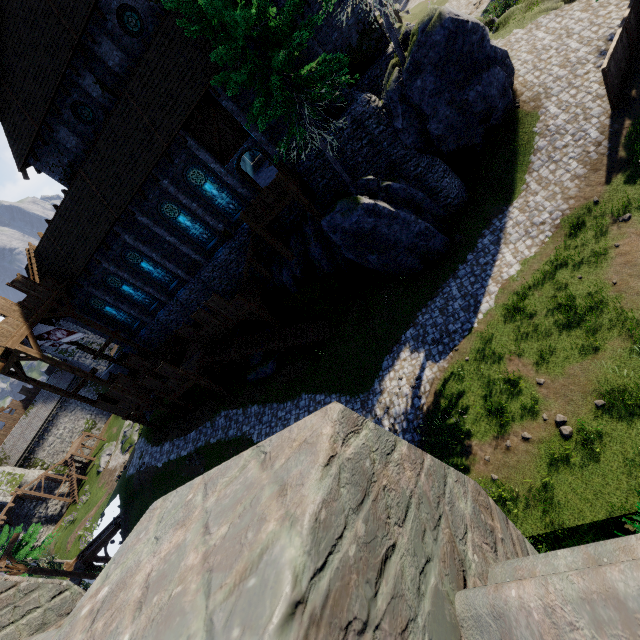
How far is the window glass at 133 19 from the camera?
16.8 meters

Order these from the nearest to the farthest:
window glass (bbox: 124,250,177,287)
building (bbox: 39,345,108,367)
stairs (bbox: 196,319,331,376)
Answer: stairs (bbox: 196,319,331,376), window glass (bbox: 124,250,177,287), building (bbox: 39,345,108,367)

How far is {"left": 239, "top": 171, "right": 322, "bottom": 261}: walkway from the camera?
16.88m

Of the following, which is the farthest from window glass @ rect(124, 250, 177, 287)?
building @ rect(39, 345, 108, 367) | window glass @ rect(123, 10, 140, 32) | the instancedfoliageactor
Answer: building @ rect(39, 345, 108, 367)

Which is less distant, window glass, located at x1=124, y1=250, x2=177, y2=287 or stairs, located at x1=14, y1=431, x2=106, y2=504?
window glass, located at x1=124, y1=250, x2=177, y2=287

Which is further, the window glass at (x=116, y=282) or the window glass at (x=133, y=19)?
the window glass at (x=116, y=282)

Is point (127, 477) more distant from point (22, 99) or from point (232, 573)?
point (232, 573)

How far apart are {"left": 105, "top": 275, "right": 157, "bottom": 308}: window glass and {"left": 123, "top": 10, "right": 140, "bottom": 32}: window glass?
14.6 meters
